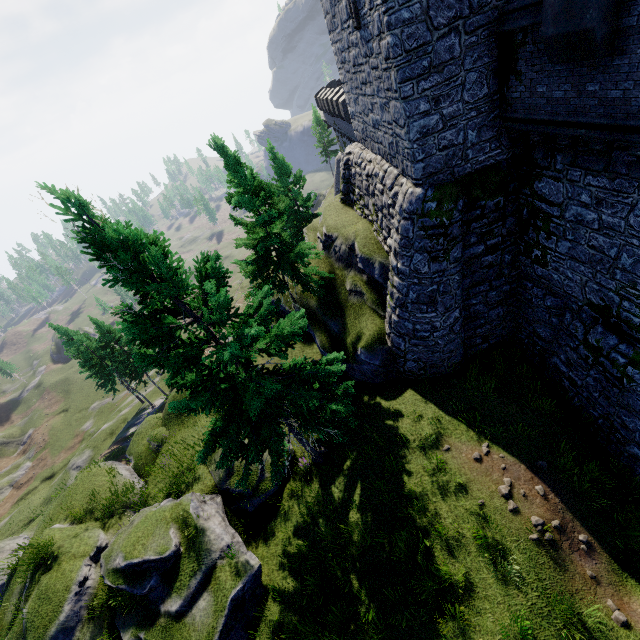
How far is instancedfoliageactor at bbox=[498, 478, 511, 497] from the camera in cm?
970

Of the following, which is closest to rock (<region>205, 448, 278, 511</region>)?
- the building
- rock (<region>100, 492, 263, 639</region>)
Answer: rock (<region>100, 492, 263, 639</region>)

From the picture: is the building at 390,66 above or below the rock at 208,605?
above

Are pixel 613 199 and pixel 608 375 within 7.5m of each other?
yes

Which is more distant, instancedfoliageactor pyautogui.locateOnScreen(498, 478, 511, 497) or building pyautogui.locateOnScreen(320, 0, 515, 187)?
instancedfoliageactor pyautogui.locateOnScreen(498, 478, 511, 497)

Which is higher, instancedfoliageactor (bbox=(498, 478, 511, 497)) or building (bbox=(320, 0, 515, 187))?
building (bbox=(320, 0, 515, 187))

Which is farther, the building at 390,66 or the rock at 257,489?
the rock at 257,489

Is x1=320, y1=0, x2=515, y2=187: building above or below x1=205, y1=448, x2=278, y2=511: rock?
above
